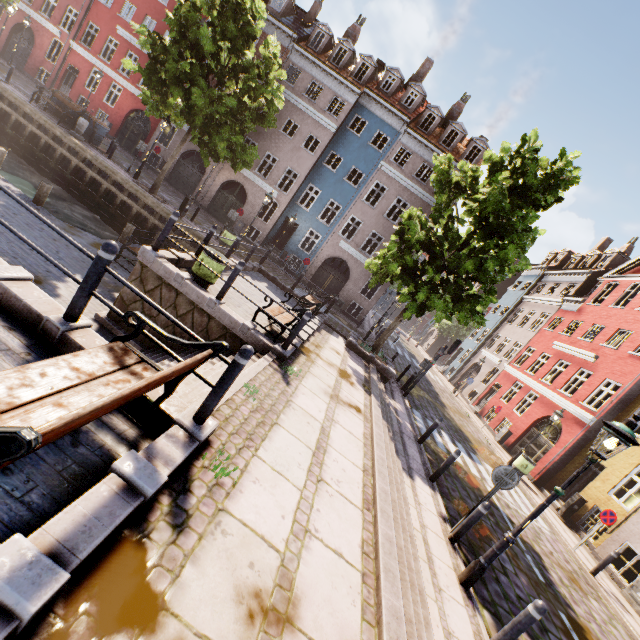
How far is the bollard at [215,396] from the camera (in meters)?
3.58

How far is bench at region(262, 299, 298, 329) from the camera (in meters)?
7.97

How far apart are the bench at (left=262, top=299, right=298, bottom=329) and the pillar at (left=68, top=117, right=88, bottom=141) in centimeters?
1668cm

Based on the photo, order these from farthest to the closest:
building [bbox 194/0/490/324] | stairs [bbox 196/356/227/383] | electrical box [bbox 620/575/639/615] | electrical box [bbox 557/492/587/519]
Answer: building [bbox 194/0/490/324] → electrical box [bbox 557/492/587/519] → electrical box [bbox 620/575/639/615] → stairs [bbox 196/356/227/383]

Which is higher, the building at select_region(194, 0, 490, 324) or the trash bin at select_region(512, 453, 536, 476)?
the building at select_region(194, 0, 490, 324)

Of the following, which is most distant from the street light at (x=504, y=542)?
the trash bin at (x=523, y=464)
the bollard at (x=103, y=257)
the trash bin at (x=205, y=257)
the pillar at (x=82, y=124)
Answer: the pillar at (x=82, y=124)

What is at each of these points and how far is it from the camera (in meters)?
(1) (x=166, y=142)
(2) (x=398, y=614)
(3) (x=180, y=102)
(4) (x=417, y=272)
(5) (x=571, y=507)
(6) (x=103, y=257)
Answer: (1) building, 26.89
(2) stairs, 3.42
(3) tree, 16.52
(4) tree, 14.02
(5) electrical box, 13.95
(6) bollard, 3.67

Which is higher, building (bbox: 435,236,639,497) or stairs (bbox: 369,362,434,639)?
building (bbox: 435,236,639,497)
